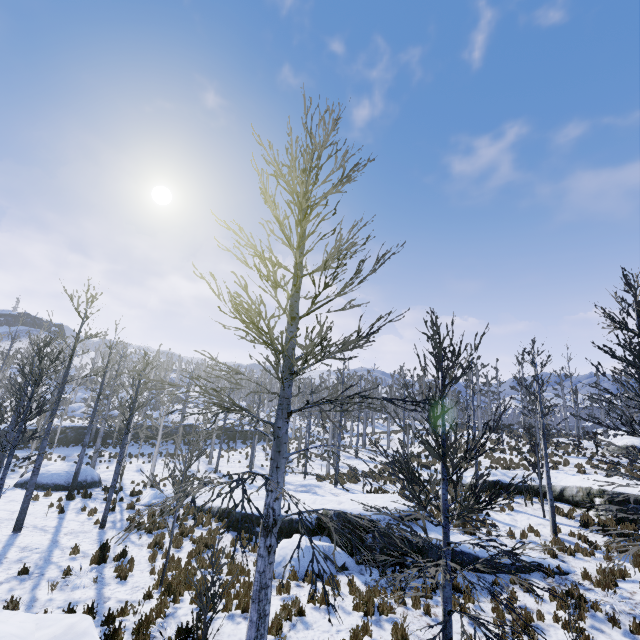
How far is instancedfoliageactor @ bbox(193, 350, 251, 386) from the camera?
5.8m

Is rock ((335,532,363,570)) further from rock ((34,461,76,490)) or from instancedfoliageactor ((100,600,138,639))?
rock ((34,461,76,490))

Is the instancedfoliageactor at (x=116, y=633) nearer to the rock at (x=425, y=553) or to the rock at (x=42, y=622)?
the rock at (x=42, y=622)

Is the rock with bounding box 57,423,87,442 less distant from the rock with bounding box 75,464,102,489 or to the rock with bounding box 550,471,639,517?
the rock with bounding box 75,464,102,489

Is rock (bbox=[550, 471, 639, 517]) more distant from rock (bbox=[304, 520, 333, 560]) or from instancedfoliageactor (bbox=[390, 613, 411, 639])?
rock (bbox=[304, 520, 333, 560])

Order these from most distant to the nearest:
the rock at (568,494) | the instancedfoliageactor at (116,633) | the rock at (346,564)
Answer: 1. the rock at (568,494)
2. the rock at (346,564)
3. the instancedfoliageactor at (116,633)

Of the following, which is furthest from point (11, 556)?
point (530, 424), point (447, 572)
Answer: point (530, 424)

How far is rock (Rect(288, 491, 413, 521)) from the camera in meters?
12.6 m
